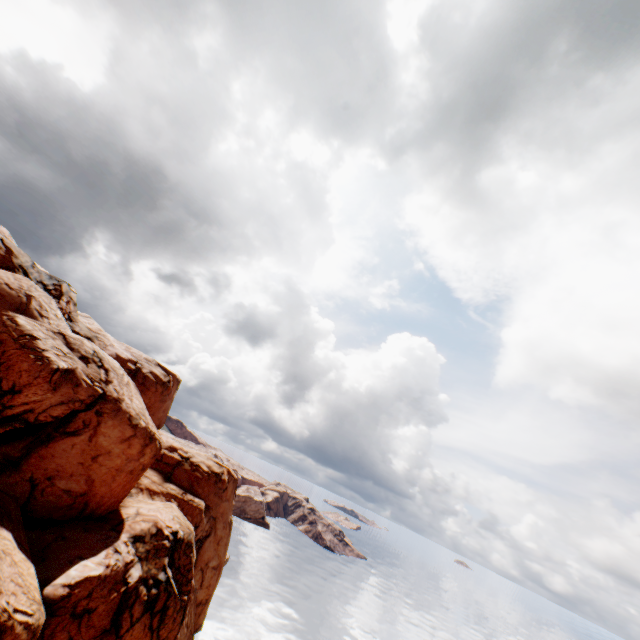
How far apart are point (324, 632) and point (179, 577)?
48.5m
